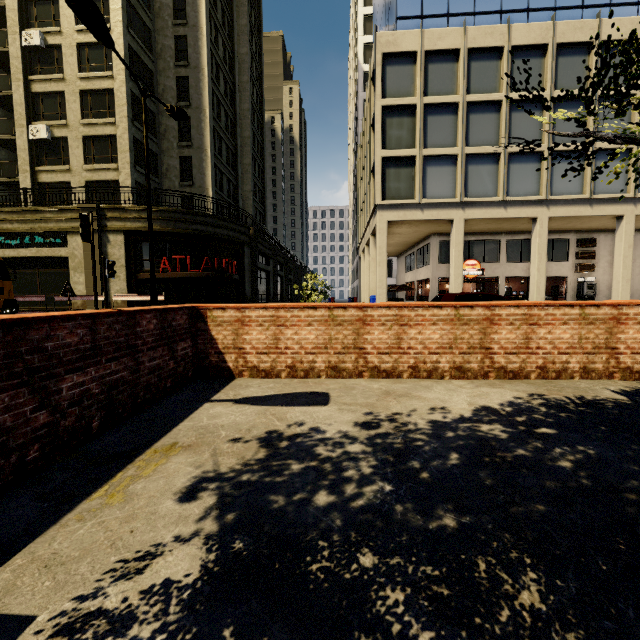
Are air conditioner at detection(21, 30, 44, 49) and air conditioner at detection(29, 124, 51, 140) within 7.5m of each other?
yes

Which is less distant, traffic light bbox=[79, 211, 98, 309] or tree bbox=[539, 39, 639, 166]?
tree bbox=[539, 39, 639, 166]

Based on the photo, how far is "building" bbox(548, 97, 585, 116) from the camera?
19.0 meters

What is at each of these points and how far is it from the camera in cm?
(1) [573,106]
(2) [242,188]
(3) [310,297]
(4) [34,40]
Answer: (1) building, 1902
(2) building, 3712
(3) tree, 2164
(4) air conditioner, 2138

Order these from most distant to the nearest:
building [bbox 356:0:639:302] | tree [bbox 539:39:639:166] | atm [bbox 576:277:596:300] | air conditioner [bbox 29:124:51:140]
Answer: atm [bbox 576:277:596:300] < air conditioner [bbox 29:124:51:140] < building [bbox 356:0:639:302] < tree [bbox 539:39:639:166]

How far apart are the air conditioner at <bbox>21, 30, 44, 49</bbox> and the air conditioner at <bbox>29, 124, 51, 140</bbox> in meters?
5.0

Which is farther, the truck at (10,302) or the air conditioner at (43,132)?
the air conditioner at (43,132)

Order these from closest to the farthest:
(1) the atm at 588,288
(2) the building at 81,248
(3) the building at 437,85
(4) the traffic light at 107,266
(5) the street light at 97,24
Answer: (5) the street light at 97,24, (4) the traffic light at 107,266, (3) the building at 437,85, (2) the building at 81,248, (1) the atm at 588,288
